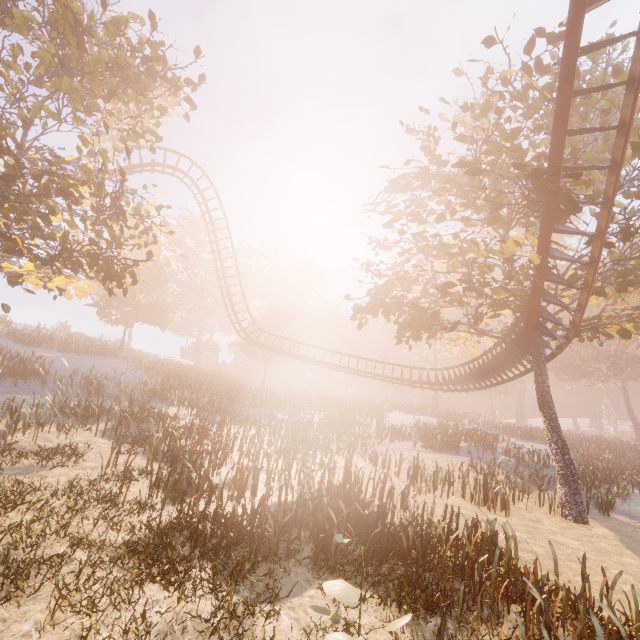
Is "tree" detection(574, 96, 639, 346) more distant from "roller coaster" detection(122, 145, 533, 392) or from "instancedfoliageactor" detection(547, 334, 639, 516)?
"instancedfoliageactor" detection(547, 334, 639, 516)

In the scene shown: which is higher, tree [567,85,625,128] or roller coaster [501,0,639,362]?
tree [567,85,625,128]

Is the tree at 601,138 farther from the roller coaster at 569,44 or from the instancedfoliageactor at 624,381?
the instancedfoliageactor at 624,381

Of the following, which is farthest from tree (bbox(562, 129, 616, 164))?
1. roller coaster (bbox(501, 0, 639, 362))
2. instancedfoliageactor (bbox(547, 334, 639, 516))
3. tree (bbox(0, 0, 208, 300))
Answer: instancedfoliageactor (bbox(547, 334, 639, 516))

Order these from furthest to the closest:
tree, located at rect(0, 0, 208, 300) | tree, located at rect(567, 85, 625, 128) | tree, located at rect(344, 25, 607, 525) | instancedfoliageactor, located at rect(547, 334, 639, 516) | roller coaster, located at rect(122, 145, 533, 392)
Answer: roller coaster, located at rect(122, 145, 533, 392)
instancedfoliageactor, located at rect(547, 334, 639, 516)
tree, located at rect(567, 85, 625, 128)
tree, located at rect(344, 25, 607, 525)
tree, located at rect(0, 0, 208, 300)

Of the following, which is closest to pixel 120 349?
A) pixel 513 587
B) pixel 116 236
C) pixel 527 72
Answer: pixel 116 236

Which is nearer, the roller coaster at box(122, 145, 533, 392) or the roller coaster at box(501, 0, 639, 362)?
the roller coaster at box(501, 0, 639, 362)

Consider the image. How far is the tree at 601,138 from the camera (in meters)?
11.02
